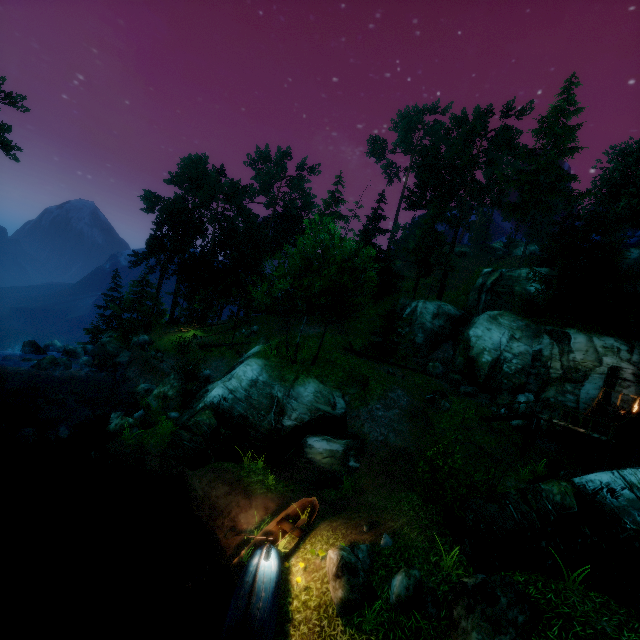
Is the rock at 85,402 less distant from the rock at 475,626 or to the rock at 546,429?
the rock at 475,626

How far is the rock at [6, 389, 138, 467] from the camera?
16.45m

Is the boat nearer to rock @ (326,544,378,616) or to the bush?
rock @ (326,544,378,616)

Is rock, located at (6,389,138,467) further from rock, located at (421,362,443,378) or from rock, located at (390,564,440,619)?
rock, located at (421,362,443,378)

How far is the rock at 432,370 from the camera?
30.12m

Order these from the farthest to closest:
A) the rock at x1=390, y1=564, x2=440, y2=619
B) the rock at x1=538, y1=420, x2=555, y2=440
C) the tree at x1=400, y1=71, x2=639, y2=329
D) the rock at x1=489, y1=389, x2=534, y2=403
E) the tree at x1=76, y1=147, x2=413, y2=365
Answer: the tree at x1=400, y1=71, x2=639, y2=329
the rock at x1=489, y1=389, x2=534, y2=403
the rock at x1=538, y1=420, x2=555, y2=440
the tree at x1=76, y1=147, x2=413, y2=365
the rock at x1=390, y1=564, x2=440, y2=619

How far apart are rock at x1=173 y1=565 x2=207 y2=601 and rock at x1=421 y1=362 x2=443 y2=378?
24.2 meters

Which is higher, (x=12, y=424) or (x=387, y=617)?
(x=387, y=617)
